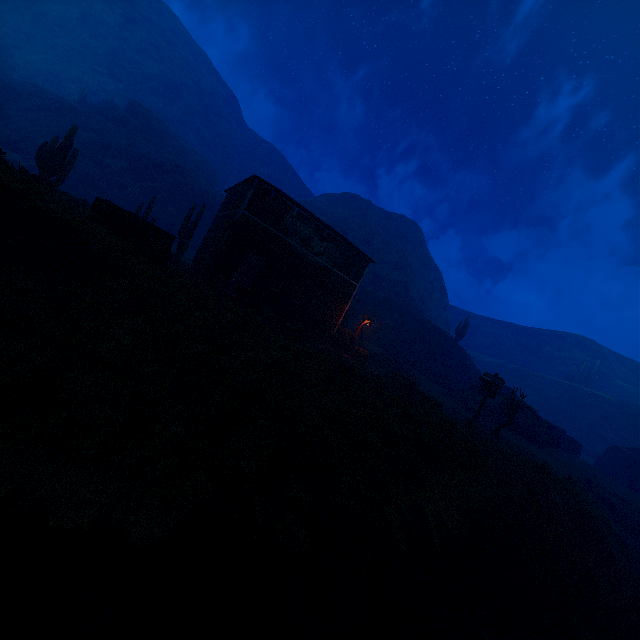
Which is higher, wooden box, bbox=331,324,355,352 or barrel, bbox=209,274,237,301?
wooden box, bbox=331,324,355,352

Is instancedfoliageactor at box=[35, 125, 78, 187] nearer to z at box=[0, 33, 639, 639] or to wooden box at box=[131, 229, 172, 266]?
z at box=[0, 33, 639, 639]

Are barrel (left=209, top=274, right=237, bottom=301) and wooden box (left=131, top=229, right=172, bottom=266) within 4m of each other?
yes

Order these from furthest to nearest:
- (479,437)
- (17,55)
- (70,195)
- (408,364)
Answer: (17,55), (408,364), (70,195), (479,437)

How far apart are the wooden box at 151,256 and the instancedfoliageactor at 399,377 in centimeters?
1572cm

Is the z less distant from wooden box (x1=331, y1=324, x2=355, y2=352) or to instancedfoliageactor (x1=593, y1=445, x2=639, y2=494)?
wooden box (x1=331, y1=324, x2=355, y2=352)

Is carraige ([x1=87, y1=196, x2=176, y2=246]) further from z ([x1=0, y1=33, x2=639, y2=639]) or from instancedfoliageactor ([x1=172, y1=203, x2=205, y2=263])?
instancedfoliageactor ([x1=172, y1=203, x2=205, y2=263])

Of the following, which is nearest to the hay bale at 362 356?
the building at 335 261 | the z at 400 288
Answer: the building at 335 261
